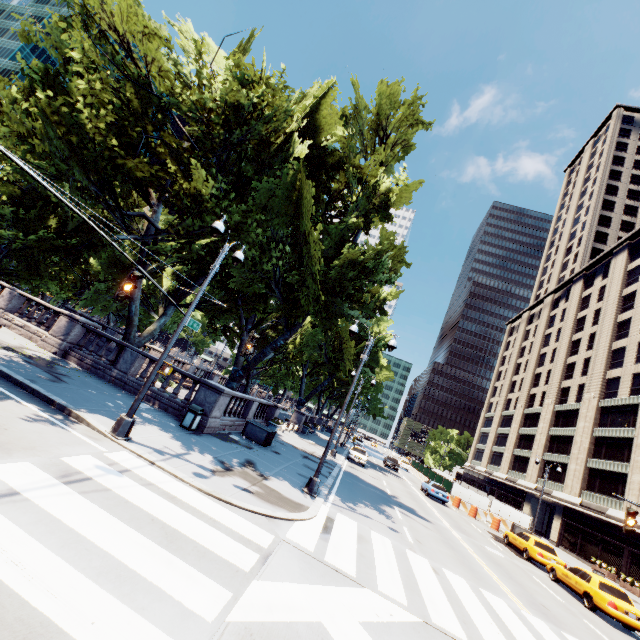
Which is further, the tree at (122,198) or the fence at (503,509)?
the fence at (503,509)

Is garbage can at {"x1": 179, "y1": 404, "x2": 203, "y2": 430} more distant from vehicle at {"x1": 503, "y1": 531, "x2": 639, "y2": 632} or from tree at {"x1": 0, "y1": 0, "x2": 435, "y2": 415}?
vehicle at {"x1": 503, "y1": 531, "x2": 639, "y2": 632}

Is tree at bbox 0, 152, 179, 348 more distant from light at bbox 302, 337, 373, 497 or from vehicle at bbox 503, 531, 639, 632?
vehicle at bbox 503, 531, 639, 632

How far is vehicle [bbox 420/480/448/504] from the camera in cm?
2980

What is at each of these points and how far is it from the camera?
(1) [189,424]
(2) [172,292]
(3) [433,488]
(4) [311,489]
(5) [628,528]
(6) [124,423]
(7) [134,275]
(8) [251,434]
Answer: (1) garbage can, 13.6 meters
(2) tree, 21.0 meters
(3) vehicle, 30.3 meters
(4) light, 12.7 meters
(5) traffic light, 11.0 meters
(6) light, 9.5 meters
(7) traffic light, 7.9 meters
(8) container, 17.9 meters

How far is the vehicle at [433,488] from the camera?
29.80m

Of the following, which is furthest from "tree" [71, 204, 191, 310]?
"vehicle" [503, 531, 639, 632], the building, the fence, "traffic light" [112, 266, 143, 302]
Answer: "vehicle" [503, 531, 639, 632]

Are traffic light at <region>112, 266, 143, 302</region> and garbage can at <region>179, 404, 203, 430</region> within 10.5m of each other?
yes
